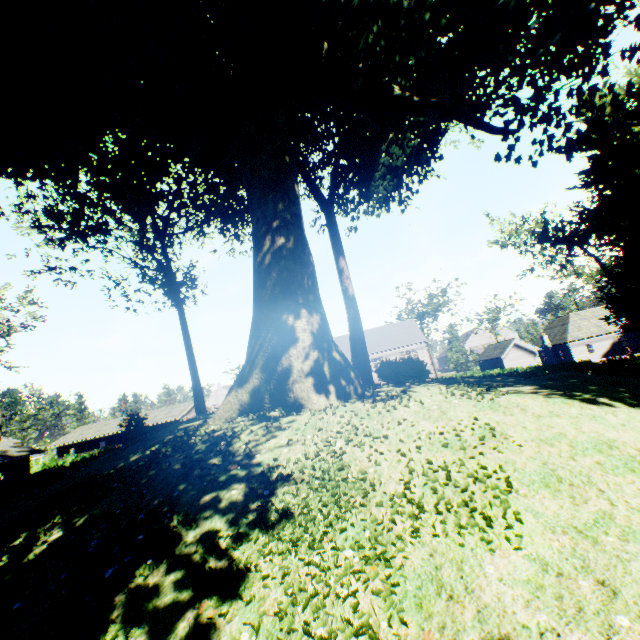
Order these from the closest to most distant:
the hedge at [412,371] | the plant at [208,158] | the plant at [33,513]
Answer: the plant at [33,513], the plant at [208,158], the hedge at [412,371]

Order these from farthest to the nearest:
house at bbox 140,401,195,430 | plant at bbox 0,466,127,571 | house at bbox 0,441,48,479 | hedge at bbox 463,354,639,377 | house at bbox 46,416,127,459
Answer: house at bbox 46,416,127,459
house at bbox 140,401,195,430
house at bbox 0,441,48,479
hedge at bbox 463,354,639,377
plant at bbox 0,466,127,571

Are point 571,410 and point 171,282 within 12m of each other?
no

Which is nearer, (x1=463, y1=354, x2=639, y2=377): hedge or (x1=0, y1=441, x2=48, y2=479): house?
(x1=463, y1=354, x2=639, y2=377): hedge

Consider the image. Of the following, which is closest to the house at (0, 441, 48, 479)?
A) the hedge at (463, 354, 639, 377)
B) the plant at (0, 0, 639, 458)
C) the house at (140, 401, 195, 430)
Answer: the plant at (0, 0, 639, 458)

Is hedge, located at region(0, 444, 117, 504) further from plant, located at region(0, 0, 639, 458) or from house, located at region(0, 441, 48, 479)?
house, located at region(0, 441, 48, 479)

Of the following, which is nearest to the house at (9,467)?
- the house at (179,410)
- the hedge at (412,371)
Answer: the house at (179,410)

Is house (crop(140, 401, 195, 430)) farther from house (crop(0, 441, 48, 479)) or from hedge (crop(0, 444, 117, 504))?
house (crop(0, 441, 48, 479))
